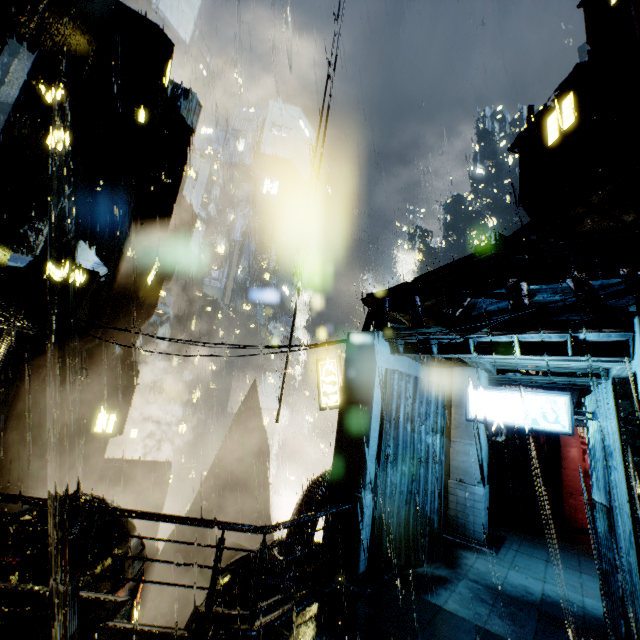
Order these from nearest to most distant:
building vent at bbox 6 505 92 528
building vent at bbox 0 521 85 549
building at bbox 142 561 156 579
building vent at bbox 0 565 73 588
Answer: building vent at bbox 0 565 73 588, building vent at bbox 0 521 85 549, building vent at bbox 6 505 92 528, building at bbox 142 561 156 579

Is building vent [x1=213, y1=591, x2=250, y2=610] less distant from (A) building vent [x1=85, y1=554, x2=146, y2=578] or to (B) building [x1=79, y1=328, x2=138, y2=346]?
(B) building [x1=79, y1=328, x2=138, y2=346]

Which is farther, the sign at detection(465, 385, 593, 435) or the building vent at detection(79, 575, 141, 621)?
the building vent at detection(79, 575, 141, 621)

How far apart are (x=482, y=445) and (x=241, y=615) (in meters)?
10.13

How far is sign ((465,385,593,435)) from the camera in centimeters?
853cm

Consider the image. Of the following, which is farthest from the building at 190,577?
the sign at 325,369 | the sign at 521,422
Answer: the sign at 521,422

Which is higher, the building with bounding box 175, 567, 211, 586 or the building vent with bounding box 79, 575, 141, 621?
the building vent with bounding box 79, 575, 141, 621

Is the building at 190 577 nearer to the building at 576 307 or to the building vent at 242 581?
the building at 576 307
